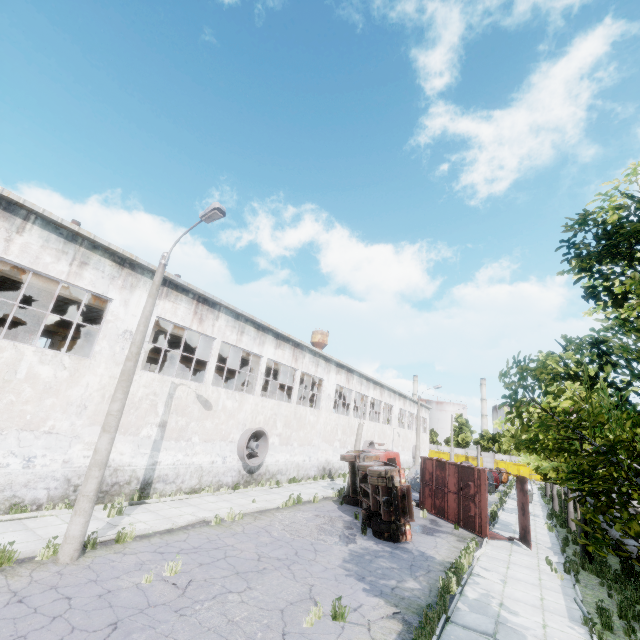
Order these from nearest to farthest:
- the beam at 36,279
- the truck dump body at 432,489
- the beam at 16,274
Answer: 1. the beam at 16,274
2. the beam at 36,279
3. the truck dump body at 432,489

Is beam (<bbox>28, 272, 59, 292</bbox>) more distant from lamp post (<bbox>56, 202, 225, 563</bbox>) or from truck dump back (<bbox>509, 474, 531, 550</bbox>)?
truck dump back (<bbox>509, 474, 531, 550</bbox>)

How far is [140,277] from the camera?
14.7m

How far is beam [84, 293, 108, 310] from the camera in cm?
1544

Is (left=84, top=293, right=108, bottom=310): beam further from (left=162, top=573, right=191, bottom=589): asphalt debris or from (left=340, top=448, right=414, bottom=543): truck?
(left=162, top=573, right=191, bottom=589): asphalt debris

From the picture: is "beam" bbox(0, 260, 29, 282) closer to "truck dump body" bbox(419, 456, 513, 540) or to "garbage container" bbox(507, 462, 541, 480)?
"truck dump body" bbox(419, 456, 513, 540)

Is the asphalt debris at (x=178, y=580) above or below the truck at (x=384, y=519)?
below

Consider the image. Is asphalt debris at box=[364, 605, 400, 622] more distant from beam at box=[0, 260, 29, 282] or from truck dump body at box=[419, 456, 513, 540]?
beam at box=[0, 260, 29, 282]
